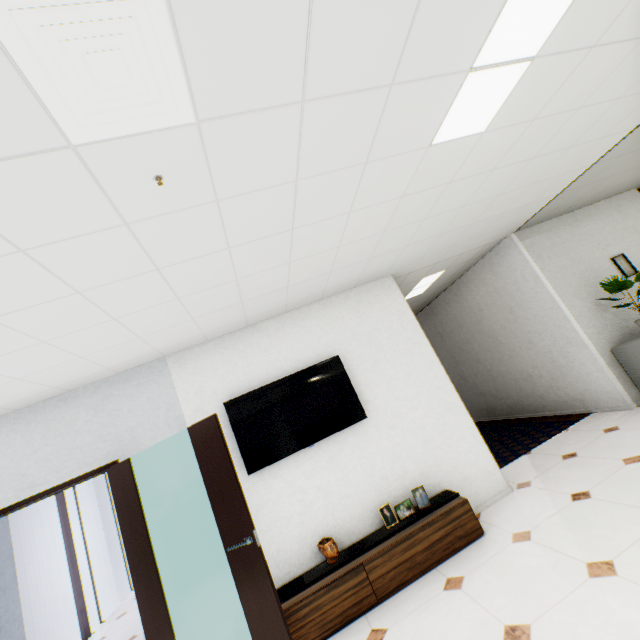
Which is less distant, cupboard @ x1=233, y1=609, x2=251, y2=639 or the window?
cupboard @ x1=233, y1=609, x2=251, y2=639

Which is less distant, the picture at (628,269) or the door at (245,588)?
the door at (245,588)

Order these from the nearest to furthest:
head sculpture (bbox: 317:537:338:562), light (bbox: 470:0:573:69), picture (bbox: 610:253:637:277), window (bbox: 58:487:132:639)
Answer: light (bbox: 470:0:573:69), head sculpture (bbox: 317:537:338:562), picture (bbox: 610:253:637:277), window (bbox: 58:487:132:639)

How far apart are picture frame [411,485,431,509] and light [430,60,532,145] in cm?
331

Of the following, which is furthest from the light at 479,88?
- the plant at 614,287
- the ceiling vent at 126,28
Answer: the plant at 614,287

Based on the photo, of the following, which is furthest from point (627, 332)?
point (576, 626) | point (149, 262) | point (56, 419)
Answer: point (56, 419)

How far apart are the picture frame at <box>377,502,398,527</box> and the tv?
0.90m

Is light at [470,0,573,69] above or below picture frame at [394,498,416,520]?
above
